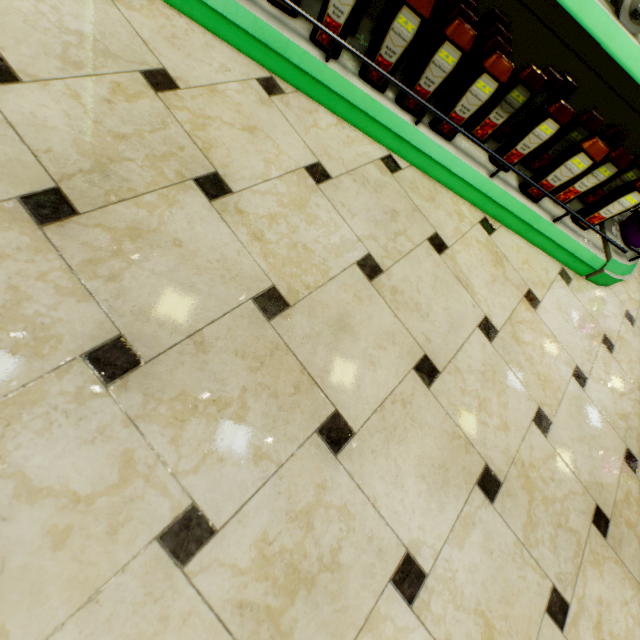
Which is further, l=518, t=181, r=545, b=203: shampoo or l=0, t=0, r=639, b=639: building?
l=518, t=181, r=545, b=203: shampoo

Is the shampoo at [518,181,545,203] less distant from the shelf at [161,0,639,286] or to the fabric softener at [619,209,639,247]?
the shelf at [161,0,639,286]

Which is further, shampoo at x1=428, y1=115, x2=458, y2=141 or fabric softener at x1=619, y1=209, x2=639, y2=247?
fabric softener at x1=619, y1=209, x2=639, y2=247

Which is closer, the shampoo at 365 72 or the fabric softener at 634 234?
the shampoo at 365 72

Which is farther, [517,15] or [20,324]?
[517,15]

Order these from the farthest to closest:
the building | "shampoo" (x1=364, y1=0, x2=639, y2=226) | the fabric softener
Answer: the fabric softener, "shampoo" (x1=364, y1=0, x2=639, y2=226), the building

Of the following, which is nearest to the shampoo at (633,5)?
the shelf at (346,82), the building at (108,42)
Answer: the shelf at (346,82)

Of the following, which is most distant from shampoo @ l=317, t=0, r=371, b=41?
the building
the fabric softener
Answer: the fabric softener
